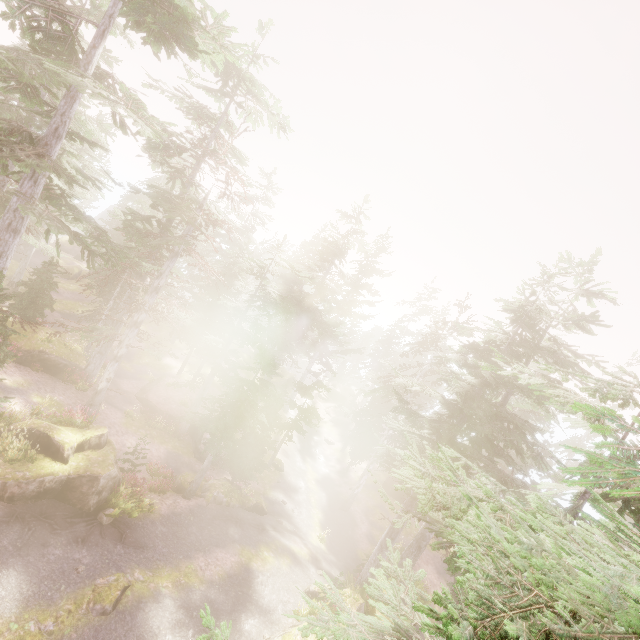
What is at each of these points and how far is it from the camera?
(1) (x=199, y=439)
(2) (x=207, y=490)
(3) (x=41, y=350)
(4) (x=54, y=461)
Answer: (1) rock, 26.2 meters
(2) rock, 19.8 meters
(3) rock, 20.8 meters
(4) rock, 13.4 meters

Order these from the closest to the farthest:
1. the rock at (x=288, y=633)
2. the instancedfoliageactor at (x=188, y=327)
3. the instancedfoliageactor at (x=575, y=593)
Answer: the instancedfoliageactor at (x=575, y=593), the instancedfoliageactor at (x=188, y=327), the rock at (x=288, y=633)

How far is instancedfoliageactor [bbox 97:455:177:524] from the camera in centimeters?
1402cm

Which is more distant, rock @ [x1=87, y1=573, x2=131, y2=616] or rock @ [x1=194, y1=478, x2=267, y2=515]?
rock @ [x1=194, y1=478, x2=267, y2=515]

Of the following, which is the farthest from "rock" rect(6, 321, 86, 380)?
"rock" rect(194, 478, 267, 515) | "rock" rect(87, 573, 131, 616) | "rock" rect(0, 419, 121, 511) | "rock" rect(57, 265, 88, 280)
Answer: "rock" rect(57, 265, 88, 280)

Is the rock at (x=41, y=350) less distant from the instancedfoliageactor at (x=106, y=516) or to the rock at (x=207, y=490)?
the instancedfoliageactor at (x=106, y=516)

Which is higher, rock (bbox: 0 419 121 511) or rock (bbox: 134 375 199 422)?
rock (bbox: 0 419 121 511)

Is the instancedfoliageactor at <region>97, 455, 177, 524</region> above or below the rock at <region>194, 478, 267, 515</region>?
above
